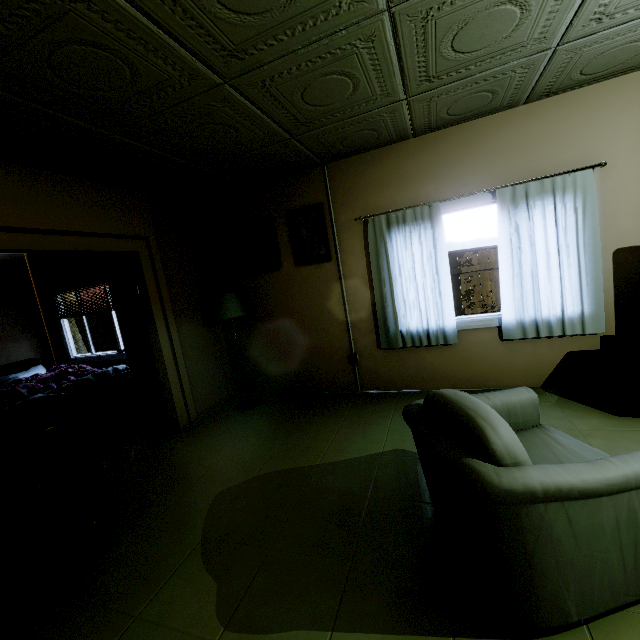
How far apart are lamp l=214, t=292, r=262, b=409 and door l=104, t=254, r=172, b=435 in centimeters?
82cm

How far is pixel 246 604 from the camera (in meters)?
1.59

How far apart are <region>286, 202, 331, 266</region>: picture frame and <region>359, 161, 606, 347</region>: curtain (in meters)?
0.41

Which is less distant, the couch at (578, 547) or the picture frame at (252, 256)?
the couch at (578, 547)

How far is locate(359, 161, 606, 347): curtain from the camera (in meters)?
3.01

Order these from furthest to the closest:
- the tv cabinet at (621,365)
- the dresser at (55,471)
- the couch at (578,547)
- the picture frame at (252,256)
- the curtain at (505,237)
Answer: the picture frame at (252,256)
the curtain at (505,237)
the tv cabinet at (621,365)
the dresser at (55,471)
the couch at (578,547)

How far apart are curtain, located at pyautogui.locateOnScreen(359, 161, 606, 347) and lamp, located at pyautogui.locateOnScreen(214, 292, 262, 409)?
1.8 meters

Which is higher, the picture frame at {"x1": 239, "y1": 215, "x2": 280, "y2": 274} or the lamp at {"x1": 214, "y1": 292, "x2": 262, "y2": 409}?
the picture frame at {"x1": 239, "y1": 215, "x2": 280, "y2": 274}
